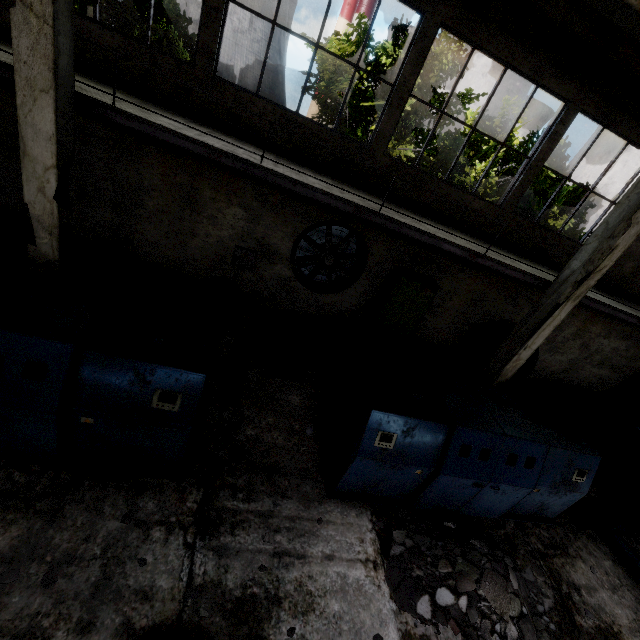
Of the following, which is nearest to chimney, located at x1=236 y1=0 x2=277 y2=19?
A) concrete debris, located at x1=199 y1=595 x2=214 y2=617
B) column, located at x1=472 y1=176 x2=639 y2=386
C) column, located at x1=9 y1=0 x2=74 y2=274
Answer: column, located at x1=9 y1=0 x2=74 y2=274

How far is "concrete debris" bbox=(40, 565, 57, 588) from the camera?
3.4m

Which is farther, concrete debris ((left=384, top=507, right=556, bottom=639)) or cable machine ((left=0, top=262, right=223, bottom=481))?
concrete debris ((left=384, top=507, right=556, bottom=639))

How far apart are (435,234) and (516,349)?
3.62m

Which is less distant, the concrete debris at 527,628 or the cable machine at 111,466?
the cable machine at 111,466

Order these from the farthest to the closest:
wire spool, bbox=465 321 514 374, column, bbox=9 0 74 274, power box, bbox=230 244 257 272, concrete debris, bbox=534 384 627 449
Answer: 1. concrete debris, bbox=534 384 627 449
2. wire spool, bbox=465 321 514 374
3. power box, bbox=230 244 257 272
4. column, bbox=9 0 74 274

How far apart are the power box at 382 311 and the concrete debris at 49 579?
8.17m

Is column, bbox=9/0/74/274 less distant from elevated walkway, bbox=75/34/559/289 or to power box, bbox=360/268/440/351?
elevated walkway, bbox=75/34/559/289
